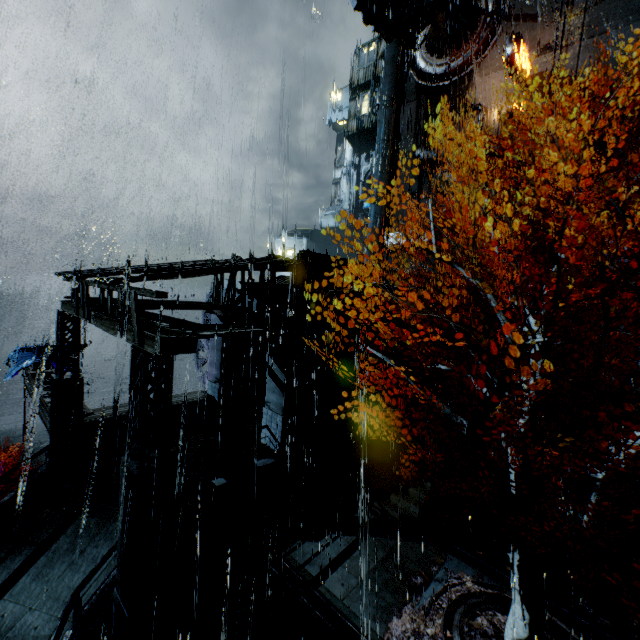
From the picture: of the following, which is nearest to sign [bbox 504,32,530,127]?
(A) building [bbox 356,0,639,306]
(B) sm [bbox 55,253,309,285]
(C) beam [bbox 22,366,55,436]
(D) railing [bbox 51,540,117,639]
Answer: (A) building [bbox 356,0,639,306]

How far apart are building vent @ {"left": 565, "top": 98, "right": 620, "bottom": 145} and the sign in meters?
3.7 m

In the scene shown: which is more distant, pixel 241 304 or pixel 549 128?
pixel 549 128

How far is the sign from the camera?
21.9 meters

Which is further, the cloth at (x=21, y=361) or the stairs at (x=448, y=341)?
the cloth at (x=21, y=361)

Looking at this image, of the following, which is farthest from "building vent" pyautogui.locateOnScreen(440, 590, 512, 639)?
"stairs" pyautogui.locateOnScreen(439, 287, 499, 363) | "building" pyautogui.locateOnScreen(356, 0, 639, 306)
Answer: "building" pyautogui.locateOnScreen(356, 0, 639, 306)

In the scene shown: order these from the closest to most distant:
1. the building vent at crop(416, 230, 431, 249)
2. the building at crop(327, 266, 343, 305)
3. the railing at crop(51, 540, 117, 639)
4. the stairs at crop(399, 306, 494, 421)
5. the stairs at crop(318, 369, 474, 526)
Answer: the railing at crop(51, 540, 117, 639)
the stairs at crop(318, 369, 474, 526)
the building at crop(327, 266, 343, 305)
the stairs at crop(399, 306, 494, 421)
the building vent at crop(416, 230, 431, 249)

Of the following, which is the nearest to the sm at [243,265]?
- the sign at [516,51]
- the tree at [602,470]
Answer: the tree at [602,470]
